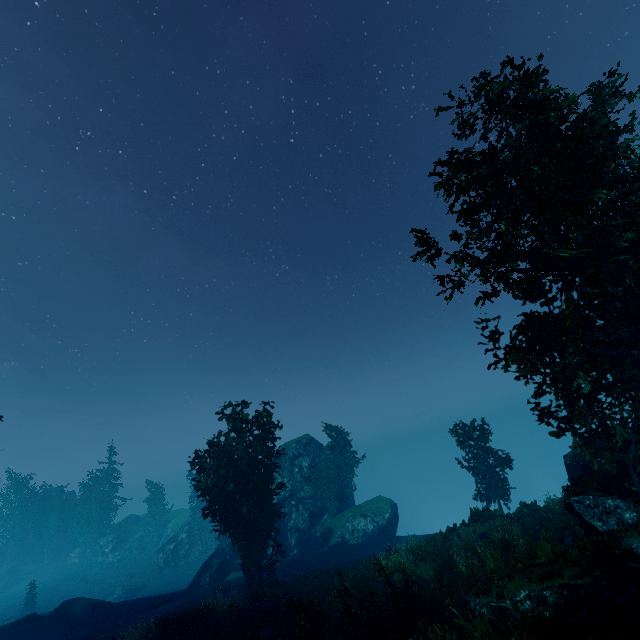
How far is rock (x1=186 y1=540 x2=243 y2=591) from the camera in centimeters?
3216cm

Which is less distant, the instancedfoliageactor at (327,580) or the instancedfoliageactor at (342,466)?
the instancedfoliageactor at (327,580)

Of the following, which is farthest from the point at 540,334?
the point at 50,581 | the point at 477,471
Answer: the point at 50,581

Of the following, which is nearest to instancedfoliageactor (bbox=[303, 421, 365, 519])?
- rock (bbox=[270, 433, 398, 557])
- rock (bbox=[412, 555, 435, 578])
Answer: rock (bbox=[270, 433, 398, 557])

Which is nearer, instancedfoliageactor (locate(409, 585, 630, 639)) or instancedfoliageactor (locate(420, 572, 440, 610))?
instancedfoliageactor (locate(409, 585, 630, 639))

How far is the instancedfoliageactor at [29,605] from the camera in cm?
4172

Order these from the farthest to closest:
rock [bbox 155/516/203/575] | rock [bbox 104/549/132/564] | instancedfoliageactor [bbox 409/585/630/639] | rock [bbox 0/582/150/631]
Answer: rock [bbox 104/549/132/564] → rock [bbox 155/516/203/575] → rock [bbox 0/582/150/631] → instancedfoliageactor [bbox 409/585/630/639]
